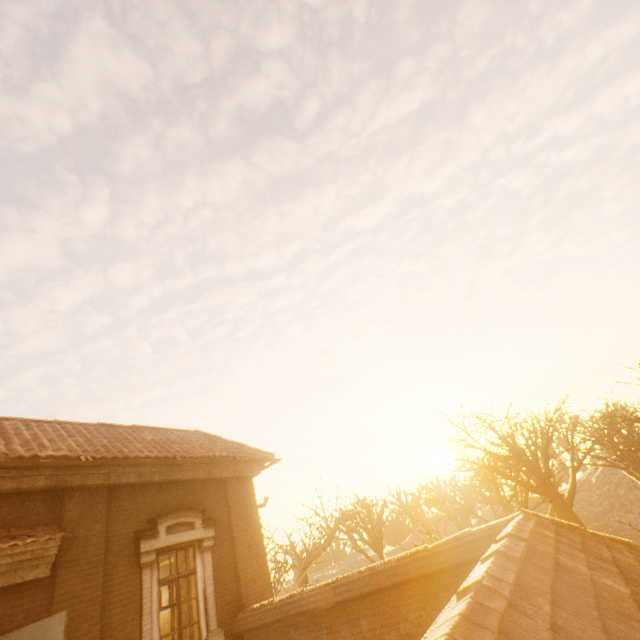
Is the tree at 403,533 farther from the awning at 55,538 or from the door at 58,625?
the awning at 55,538

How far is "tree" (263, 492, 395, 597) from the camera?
15.1m

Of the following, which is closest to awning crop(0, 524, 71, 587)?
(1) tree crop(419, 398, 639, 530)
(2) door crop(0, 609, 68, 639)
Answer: (2) door crop(0, 609, 68, 639)

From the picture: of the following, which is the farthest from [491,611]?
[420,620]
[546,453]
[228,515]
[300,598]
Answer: [546,453]

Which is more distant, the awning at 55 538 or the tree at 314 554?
the tree at 314 554
